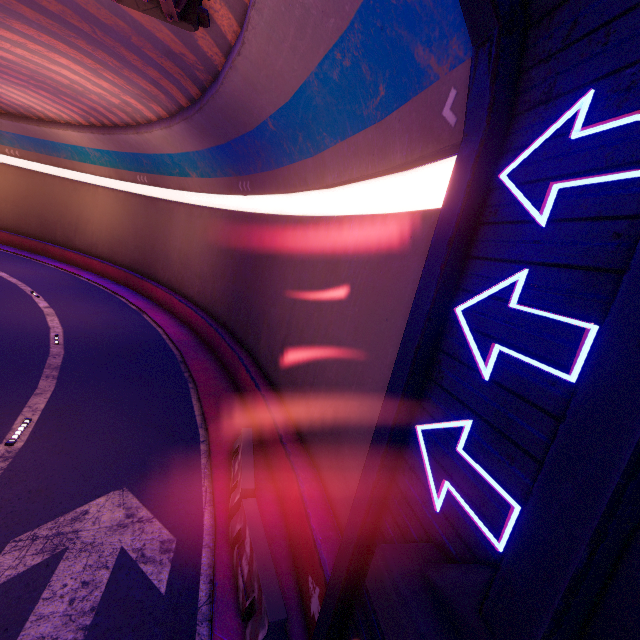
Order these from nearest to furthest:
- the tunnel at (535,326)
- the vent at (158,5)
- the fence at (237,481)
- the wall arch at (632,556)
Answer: the wall arch at (632,556), the tunnel at (535,326), the fence at (237,481), the vent at (158,5)

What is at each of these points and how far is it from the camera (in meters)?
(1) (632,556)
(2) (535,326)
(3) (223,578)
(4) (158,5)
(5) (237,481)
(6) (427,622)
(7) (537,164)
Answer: (1) wall arch, 1.82
(2) tunnel, 2.58
(3) tunnel, 6.25
(4) vent, 6.93
(5) fence, 8.09
(6) wall arch, 2.41
(7) tunnel, 2.85

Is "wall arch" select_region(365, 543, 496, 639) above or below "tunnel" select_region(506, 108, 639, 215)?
below

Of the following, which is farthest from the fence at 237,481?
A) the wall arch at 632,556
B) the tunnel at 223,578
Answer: the wall arch at 632,556

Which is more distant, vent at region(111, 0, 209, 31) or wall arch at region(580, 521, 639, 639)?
vent at region(111, 0, 209, 31)

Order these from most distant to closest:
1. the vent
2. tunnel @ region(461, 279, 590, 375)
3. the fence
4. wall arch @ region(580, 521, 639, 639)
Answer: the vent < the fence < tunnel @ region(461, 279, 590, 375) < wall arch @ region(580, 521, 639, 639)

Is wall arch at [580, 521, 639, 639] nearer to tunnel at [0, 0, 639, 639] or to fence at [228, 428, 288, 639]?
tunnel at [0, 0, 639, 639]
